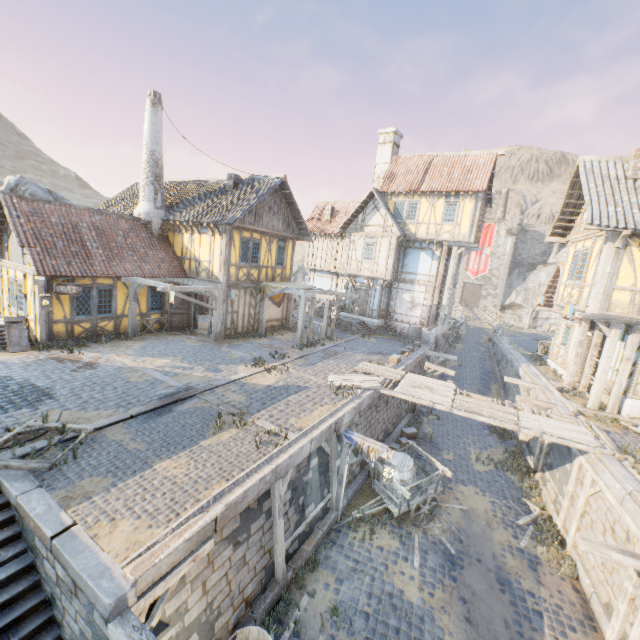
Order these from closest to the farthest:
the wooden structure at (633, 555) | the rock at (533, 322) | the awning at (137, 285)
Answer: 1. the wooden structure at (633, 555)
2. the awning at (137, 285)
3. the rock at (533, 322)

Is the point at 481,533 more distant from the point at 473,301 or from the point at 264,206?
the point at 473,301

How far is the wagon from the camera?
10.0m

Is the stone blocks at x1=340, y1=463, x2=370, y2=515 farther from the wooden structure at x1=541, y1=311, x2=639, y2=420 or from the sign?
the sign

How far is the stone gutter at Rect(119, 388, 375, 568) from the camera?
5.2m

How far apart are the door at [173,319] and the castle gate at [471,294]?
46.9m

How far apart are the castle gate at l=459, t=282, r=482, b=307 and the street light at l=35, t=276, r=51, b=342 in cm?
Result: 5312

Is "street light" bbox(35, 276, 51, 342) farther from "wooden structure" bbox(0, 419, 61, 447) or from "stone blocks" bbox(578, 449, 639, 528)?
"wooden structure" bbox(0, 419, 61, 447)
